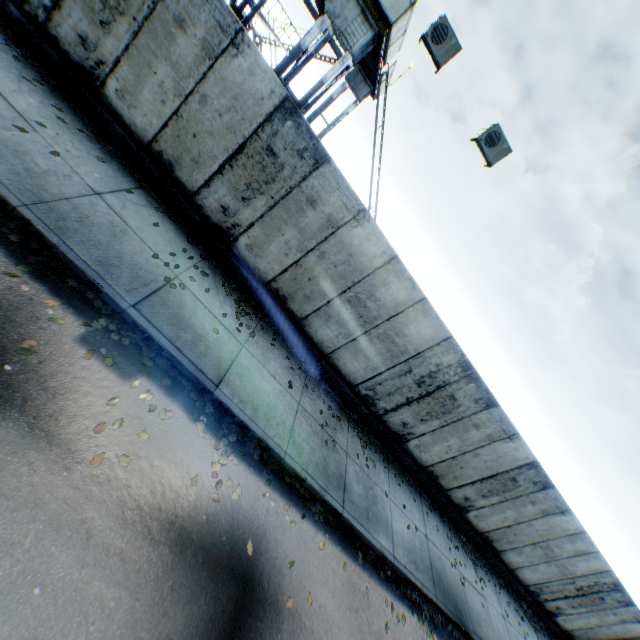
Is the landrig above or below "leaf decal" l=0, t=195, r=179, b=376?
above

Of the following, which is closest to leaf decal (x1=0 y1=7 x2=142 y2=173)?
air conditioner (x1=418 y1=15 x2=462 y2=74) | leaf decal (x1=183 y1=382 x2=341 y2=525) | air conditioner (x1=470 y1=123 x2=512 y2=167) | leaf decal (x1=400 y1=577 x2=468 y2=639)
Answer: leaf decal (x1=183 y1=382 x2=341 y2=525)

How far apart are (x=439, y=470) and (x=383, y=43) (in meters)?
12.84

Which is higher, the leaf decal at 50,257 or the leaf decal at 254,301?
the leaf decal at 254,301

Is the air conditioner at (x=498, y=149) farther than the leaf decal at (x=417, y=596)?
Yes

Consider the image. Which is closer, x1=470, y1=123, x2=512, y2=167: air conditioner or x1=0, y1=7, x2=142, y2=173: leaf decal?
x1=0, y1=7, x2=142, y2=173: leaf decal

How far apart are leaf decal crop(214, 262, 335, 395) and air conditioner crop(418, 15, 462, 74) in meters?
7.0

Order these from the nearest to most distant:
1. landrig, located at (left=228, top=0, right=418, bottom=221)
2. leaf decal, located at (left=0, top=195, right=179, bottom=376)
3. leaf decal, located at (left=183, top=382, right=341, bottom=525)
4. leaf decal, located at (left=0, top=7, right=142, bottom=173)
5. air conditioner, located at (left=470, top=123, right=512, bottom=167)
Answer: leaf decal, located at (left=0, top=195, right=179, bottom=376), leaf decal, located at (left=183, top=382, right=341, bottom=525), leaf decal, located at (left=0, top=7, right=142, bottom=173), air conditioner, located at (left=470, top=123, right=512, bottom=167), landrig, located at (left=228, top=0, right=418, bottom=221)
